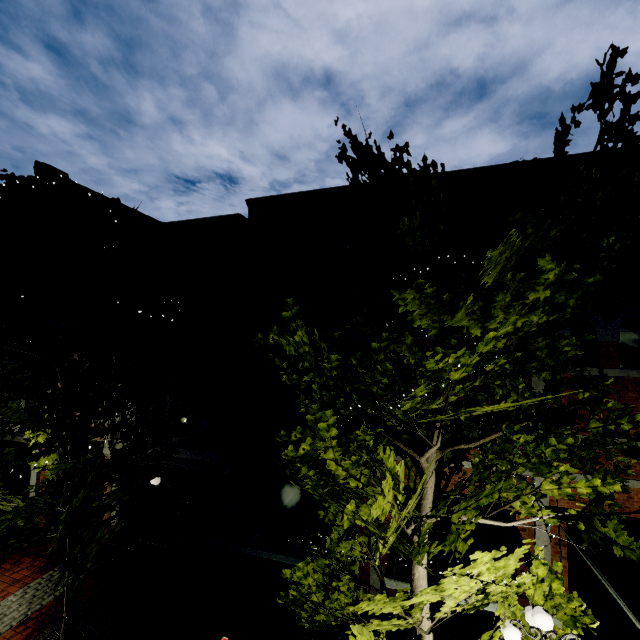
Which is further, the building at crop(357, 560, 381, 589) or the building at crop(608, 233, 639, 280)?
the building at crop(357, 560, 381, 589)

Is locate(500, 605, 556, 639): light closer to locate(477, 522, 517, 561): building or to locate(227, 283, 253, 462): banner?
locate(477, 522, 517, 561): building

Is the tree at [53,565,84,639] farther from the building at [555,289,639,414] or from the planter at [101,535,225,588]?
the planter at [101,535,225,588]

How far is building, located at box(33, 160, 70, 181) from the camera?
13.0m

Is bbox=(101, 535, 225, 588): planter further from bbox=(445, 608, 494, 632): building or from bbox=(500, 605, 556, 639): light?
bbox=(500, 605, 556, 639): light

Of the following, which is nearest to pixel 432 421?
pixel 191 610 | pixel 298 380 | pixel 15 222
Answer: pixel 298 380

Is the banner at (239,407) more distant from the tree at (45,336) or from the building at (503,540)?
the tree at (45,336)

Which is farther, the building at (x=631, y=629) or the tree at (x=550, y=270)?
the building at (x=631, y=629)
